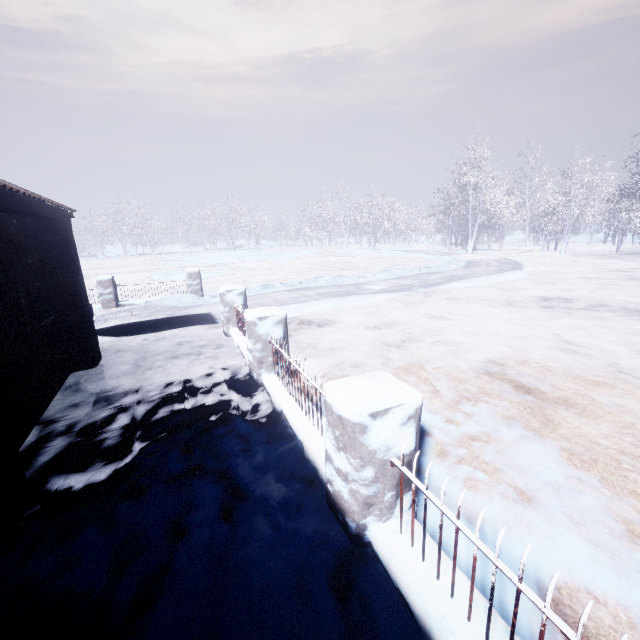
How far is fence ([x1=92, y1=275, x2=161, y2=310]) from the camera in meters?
9.1

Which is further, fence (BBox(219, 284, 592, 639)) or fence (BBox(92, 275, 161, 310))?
fence (BBox(92, 275, 161, 310))

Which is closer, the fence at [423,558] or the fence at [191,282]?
the fence at [423,558]

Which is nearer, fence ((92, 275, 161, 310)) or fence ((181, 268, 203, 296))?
fence ((92, 275, 161, 310))

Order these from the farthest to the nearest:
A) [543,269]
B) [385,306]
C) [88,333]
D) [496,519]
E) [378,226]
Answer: [378,226] < [543,269] < [385,306] < [88,333] < [496,519]

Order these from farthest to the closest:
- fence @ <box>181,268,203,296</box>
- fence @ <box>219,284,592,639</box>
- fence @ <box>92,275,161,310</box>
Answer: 1. fence @ <box>181,268,203,296</box>
2. fence @ <box>92,275,161,310</box>
3. fence @ <box>219,284,592,639</box>
